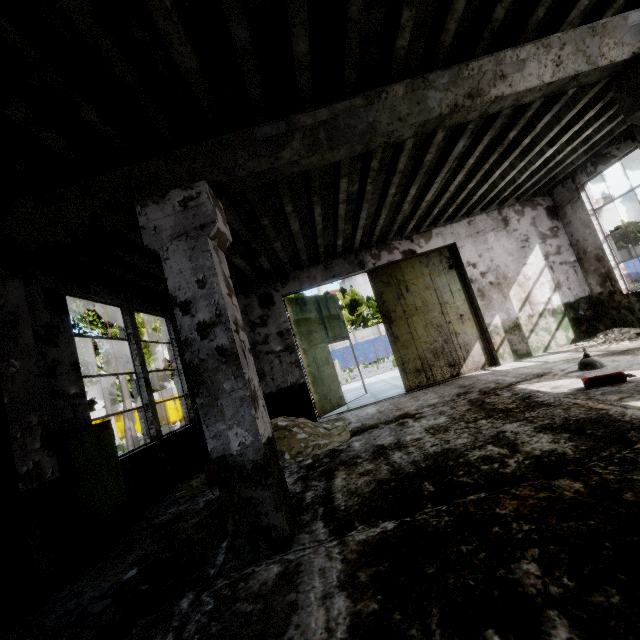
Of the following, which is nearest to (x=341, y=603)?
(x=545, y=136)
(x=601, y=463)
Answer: (x=601, y=463)

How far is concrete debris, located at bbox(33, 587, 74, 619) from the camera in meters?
3.3 m

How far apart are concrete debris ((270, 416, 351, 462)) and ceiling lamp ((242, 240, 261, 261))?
3.6m

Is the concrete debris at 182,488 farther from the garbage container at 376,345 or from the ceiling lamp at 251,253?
the garbage container at 376,345

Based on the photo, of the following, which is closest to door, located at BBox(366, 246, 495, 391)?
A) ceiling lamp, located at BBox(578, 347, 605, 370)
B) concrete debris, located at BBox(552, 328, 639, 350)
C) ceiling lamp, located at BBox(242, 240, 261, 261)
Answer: concrete debris, located at BBox(552, 328, 639, 350)

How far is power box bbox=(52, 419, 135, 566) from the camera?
4.32m

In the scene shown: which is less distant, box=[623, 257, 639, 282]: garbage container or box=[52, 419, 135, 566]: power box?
box=[52, 419, 135, 566]: power box

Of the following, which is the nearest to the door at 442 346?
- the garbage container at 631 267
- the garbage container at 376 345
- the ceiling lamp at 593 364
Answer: the ceiling lamp at 593 364
